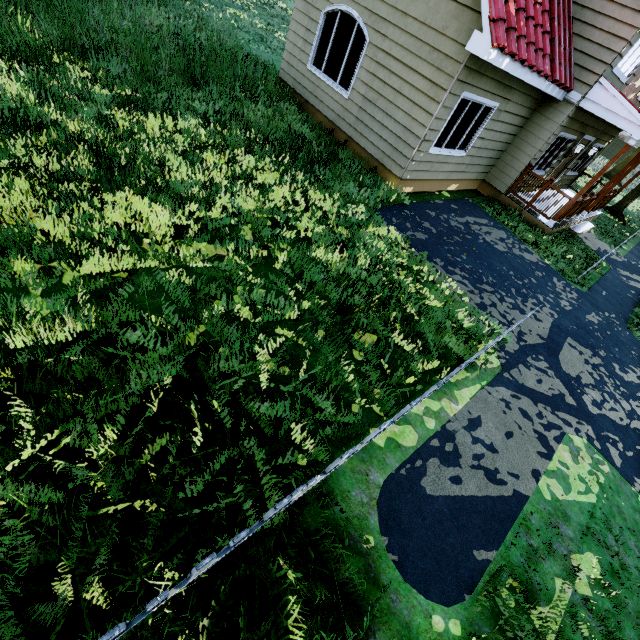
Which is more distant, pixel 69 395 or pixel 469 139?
pixel 469 139

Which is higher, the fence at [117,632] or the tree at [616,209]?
the fence at [117,632]

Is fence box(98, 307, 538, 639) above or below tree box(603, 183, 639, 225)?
above

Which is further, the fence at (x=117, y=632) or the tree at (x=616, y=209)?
the tree at (x=616, y=209)

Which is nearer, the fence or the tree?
the fence
